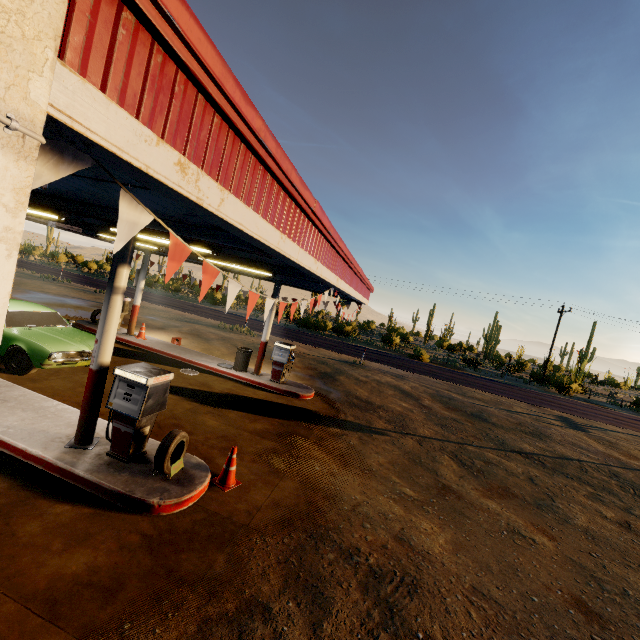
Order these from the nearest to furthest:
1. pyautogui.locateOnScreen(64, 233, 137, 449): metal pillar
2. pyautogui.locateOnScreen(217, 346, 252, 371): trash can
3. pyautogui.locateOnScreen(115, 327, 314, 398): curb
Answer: pyautogui.locateOnScreen(64, 233, 137, 449): metal pillar, pyautogui.locateOnScreen(115, 327, 314, 398): curb, pyautogui.locateOnScreen(217, 346, 252, 371): trash can

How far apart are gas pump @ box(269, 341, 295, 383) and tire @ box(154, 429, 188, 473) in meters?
6.6

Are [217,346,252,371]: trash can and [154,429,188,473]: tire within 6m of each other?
no

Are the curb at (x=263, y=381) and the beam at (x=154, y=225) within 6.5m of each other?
no

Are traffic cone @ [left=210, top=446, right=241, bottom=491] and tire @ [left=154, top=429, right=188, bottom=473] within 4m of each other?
yes

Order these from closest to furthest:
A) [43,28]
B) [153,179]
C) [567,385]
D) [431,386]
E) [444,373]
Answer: [43,28]
[153,179]
[431,386]
[444,373]
[567,385]

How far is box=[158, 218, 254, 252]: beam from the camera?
4.9m

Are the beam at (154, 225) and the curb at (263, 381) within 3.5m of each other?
no
